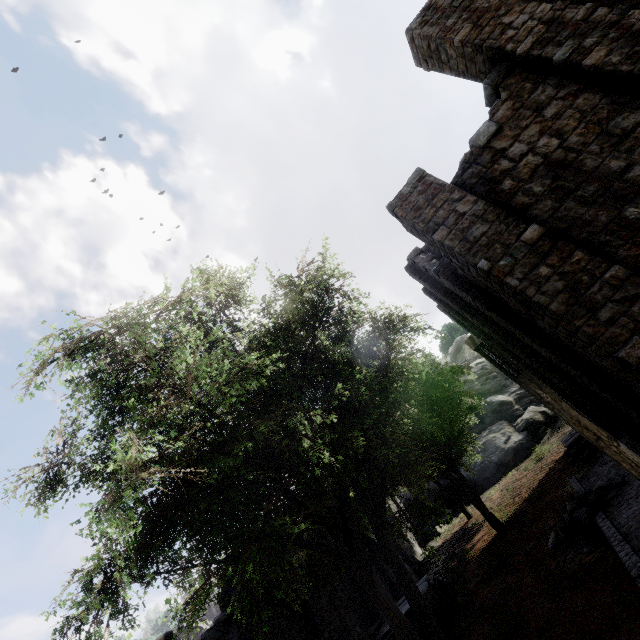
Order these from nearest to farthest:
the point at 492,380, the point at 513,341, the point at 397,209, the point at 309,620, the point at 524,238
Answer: the point at 524,238 → the point at 397,209 → the point at 309,620 → the point at 513,341 → the point at 492,380

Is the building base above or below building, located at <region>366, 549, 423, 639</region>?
below

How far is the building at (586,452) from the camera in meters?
16.2 m

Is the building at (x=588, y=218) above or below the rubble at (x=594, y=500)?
above

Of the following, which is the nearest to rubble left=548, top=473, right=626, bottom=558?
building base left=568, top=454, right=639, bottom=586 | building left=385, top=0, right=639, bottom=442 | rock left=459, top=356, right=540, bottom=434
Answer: building base left=568, top=454, right=639, bottom=586

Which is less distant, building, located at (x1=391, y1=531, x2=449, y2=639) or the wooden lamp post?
the wooden lamp post

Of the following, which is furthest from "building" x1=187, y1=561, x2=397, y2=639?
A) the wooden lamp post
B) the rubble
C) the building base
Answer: the rubble

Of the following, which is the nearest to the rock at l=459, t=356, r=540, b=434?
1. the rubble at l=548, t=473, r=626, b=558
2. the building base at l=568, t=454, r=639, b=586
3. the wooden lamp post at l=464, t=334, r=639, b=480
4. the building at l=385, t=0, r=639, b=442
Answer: the building at l=385, t=0, r=639, b=442
